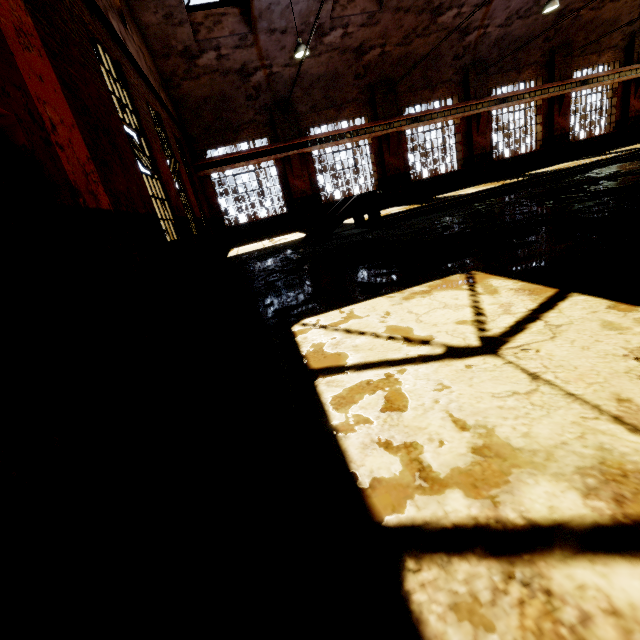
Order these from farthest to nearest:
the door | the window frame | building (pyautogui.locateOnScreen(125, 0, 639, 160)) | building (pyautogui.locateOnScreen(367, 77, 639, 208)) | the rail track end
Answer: building (pyautogui.locateOnScreen(367, 77, 639, 208)) → building (pyautogui.locateOnScreen(125, 0, 639, 160)) → the rail track end → the window frame → the door

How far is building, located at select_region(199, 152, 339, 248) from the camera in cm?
1527

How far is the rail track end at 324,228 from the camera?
8.8 meters

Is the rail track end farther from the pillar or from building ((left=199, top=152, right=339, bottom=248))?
building ((left=199, top=152, right=339, bottom=248))

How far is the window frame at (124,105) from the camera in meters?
5.7 m

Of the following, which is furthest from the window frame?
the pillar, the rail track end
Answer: the rail track end

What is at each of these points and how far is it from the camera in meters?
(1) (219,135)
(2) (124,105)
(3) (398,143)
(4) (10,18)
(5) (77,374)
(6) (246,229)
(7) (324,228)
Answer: (1) building, 14.6
(2) window frame, 6.1
(3) building, 16.0
(4) pillar, 2.9
(5) door, 2.6
(6) building, 16.0
(7) rail track end, 8.8
